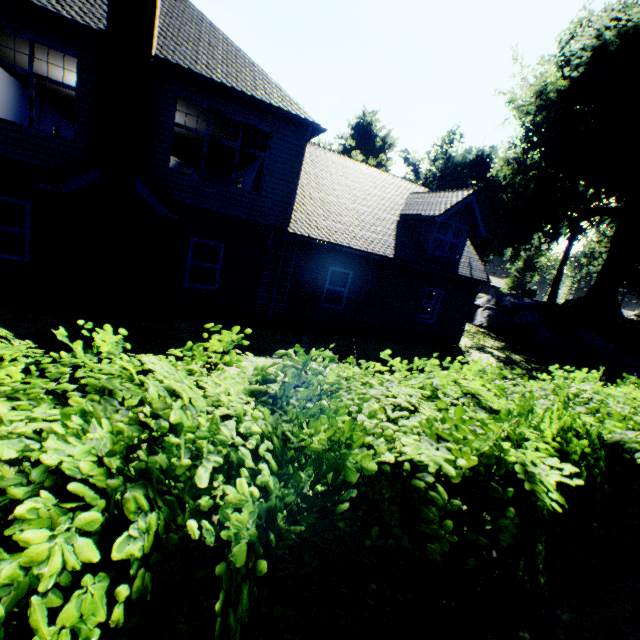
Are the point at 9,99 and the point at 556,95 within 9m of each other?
no

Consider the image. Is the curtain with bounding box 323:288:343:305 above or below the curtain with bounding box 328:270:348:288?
below

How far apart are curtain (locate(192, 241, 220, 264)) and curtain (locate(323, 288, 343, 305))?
4.0 meters

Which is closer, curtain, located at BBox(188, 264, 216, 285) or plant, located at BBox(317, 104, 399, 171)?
curtain, located at BBox(188, 264, 216, 285)

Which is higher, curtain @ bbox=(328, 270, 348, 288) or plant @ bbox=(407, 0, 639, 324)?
plant @ bbox=(407, 0, 639, 324)

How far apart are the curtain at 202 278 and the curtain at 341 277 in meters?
4.0
